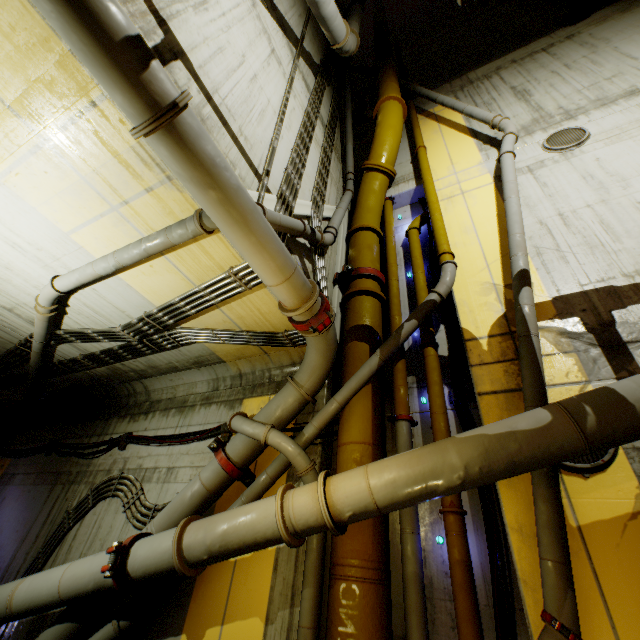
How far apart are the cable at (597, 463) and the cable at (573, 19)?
12.7 meters

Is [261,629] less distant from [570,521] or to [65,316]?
[570,521]

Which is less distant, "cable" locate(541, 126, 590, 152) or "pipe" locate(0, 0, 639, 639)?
"pipe" locate(0, 0, 639, 639)

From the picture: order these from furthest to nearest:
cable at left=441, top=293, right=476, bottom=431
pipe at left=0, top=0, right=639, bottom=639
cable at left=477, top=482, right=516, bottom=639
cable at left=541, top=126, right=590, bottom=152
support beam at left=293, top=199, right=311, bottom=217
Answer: cable at left=541, top=126, right=590, bottom=152 < support beam at left=293, top=199, right=311, bottom=217 < cable at left=441, top=293, right=476, bottom=431 < cable at left=477, top=482, right=516, bottom=639 < pipe at left=0, top=0, right=639, bottom=639

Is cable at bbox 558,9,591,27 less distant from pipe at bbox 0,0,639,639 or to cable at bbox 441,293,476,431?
pipe at bbox 0,0,639,639

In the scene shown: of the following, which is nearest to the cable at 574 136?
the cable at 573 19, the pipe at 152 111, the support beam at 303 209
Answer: the pipe at 152 111

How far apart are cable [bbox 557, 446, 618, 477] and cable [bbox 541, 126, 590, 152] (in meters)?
5.69

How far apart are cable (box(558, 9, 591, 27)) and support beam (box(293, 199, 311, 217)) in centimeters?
1084cm
